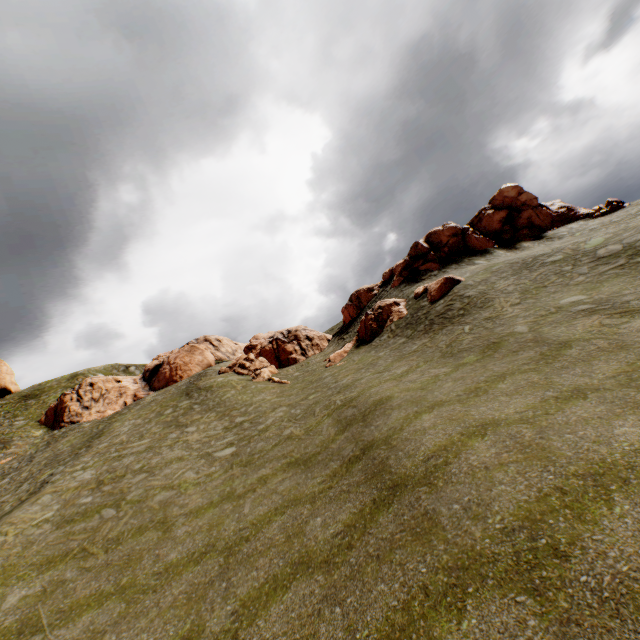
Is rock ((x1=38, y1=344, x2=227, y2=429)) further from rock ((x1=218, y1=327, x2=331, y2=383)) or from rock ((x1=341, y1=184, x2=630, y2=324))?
rock ((x1=341, y1=184, x2=630, y2=324))

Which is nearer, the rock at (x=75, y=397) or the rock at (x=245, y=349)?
the rock at (x=245, y=349)

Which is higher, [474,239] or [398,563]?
[474,239]

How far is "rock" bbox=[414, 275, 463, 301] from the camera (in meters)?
26.14

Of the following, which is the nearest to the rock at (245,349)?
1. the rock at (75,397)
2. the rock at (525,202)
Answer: the rock at (525,202)
